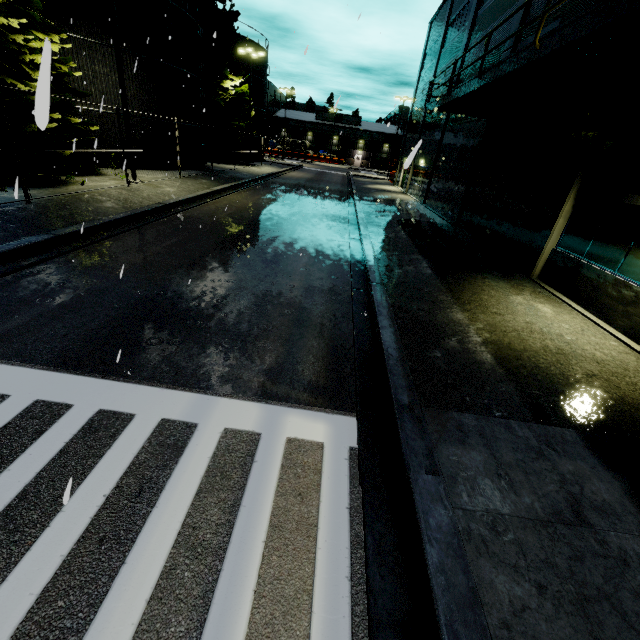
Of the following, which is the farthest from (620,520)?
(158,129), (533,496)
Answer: (158,129)

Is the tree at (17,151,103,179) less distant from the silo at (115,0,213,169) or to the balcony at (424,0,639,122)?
the silo at (115,0,213,169)

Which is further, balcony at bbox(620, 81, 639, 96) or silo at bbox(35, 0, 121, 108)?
silo at bbox(35, 0, 121, 108)

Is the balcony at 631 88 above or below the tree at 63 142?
above

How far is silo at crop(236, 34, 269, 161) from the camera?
36.53m

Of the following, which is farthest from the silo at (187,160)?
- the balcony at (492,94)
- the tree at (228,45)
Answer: the balcony at (492,94)
